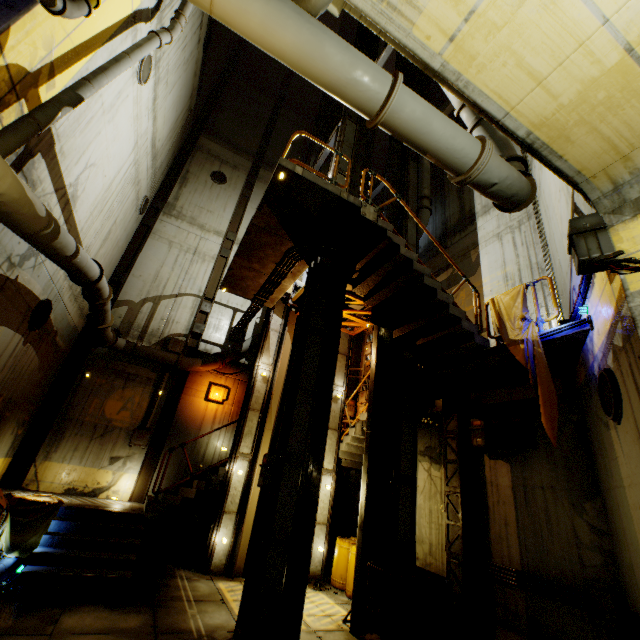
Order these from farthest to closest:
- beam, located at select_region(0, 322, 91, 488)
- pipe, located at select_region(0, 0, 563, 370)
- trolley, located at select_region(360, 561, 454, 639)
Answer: beam, located at select_region(0, 322, 91, 488)
trolley, located at select_region(360, 561, 454, 639)
pipe, located at select_region(0, 0, 563, 370)

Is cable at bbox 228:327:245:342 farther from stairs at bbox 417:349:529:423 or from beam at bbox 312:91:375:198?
stairs at bbox 417:349:529:423

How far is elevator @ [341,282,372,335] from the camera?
10.6m

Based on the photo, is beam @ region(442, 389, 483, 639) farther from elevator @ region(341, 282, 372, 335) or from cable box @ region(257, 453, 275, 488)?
cable box @ region(257, 453, 275, 488)

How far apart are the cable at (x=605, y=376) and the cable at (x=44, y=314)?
11.4 meters

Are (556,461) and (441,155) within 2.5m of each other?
no

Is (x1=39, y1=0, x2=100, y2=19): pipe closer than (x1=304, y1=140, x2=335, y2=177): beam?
Yes

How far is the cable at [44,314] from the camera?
7.5 meters
